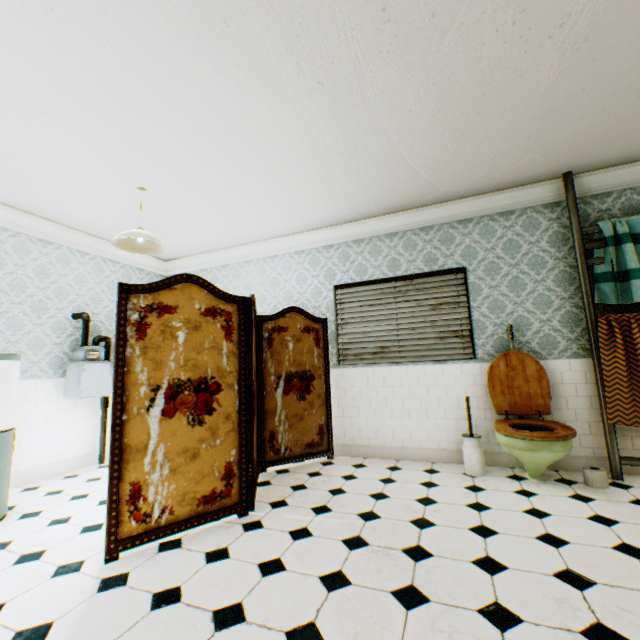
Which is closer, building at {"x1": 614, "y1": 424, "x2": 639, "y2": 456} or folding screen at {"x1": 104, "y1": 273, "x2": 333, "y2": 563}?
folding screen at {"x1": 104, "y1": 273, "x2": 333, "y2": 563}

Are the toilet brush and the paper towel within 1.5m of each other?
yes

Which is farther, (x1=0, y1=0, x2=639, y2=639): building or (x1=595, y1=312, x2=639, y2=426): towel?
(x1=595, y1=312, x2=639, y2=426): towel

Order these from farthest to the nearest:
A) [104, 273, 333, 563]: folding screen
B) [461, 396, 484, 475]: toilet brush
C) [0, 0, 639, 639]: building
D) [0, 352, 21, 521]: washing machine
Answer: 1. [461, 396, 484, 475]: toilet brush
2. [0, 352, 21, 521]: washing machine
3. [104, 273, 333, 563]: folding screen
4. [0, 0, 639, 639]: building

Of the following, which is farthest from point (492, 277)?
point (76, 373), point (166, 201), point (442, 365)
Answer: point (76, 373)

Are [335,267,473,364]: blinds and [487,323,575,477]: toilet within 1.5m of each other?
yes

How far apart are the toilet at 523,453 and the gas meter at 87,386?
4.7 meters

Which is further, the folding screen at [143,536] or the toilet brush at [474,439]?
the toilet brush at [474,439]
